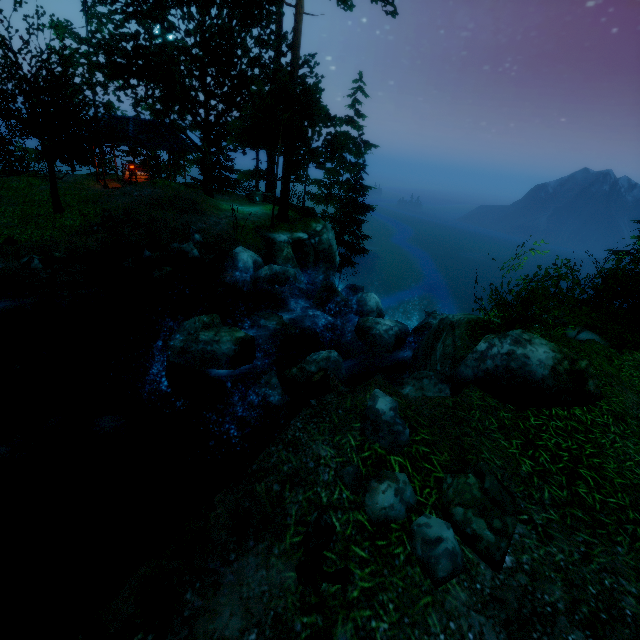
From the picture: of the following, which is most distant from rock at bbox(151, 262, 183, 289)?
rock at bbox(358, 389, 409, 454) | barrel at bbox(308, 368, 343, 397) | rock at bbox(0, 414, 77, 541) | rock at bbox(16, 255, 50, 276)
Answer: rock at bbox(358, 389, 409, 454)

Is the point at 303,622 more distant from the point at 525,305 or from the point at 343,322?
the point at 343,322

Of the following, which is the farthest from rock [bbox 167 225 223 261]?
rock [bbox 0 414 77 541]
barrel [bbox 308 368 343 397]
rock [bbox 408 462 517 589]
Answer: rock [bbox 408 462 517 589]

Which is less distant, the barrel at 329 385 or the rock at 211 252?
the barrel at 329 385

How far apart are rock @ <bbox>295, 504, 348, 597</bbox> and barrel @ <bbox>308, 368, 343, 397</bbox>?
4.6m

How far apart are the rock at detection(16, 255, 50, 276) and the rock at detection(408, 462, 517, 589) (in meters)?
14.82

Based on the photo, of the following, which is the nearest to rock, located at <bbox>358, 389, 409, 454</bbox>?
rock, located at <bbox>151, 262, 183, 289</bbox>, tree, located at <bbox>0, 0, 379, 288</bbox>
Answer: tree, located at <bbox>0, 0, 379, 288</bbox>

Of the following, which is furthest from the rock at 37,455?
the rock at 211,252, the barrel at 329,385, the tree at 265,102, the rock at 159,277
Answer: the tree at 265,102
